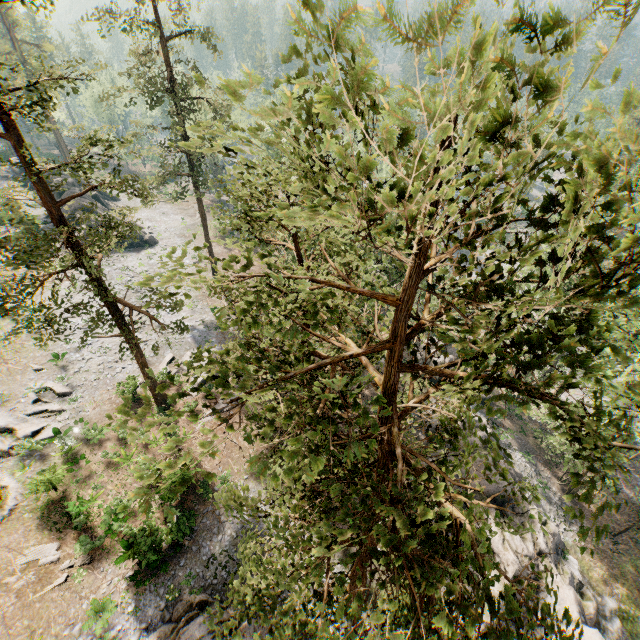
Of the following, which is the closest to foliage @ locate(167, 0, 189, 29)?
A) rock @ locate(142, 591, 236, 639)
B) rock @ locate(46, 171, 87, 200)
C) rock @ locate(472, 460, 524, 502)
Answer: rock @ locate(46, 171, 87, 200)

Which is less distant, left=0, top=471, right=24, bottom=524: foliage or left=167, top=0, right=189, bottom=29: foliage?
left=0, top=471, right=24, bottom=524: foliage

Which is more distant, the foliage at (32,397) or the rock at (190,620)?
the foliage at (32,397)

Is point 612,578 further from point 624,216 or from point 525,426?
point 624,216

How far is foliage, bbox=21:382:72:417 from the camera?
23.7m

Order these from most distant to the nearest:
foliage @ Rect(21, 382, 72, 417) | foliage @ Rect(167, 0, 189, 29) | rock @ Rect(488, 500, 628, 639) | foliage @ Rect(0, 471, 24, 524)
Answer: foliage @ Rect(167, 0, 189, 29) < foliage @ Rect(21, 382, 72, 417) < rock @ Rect(488, 500, 628, 639) < foliage @ Rect(0, 471, 24, 524)

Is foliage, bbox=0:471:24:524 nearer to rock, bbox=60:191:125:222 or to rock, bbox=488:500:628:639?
rock, bbox=60:191:125:222

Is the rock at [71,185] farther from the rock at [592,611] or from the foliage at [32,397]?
the rock at [592,611]
